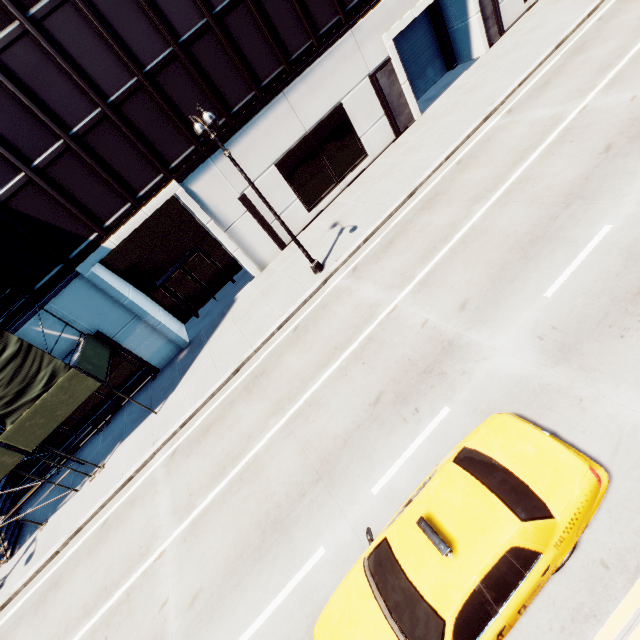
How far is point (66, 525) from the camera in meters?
13.0

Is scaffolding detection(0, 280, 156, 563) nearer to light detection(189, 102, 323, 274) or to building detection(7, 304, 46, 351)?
building detection(7, 304, 46, 351)

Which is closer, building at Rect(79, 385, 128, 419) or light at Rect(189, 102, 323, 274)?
light at Rect(189, 102, 323, 274)

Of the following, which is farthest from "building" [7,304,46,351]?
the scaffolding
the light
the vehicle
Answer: the vehicle

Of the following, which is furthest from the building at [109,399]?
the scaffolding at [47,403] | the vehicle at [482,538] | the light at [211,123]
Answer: the vehicle at [482,538]

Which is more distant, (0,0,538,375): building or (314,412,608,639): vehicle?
(0,0,538,375): building

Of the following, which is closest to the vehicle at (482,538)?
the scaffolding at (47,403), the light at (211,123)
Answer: the light at (211,123)

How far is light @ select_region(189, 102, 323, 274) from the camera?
9.8 meters
